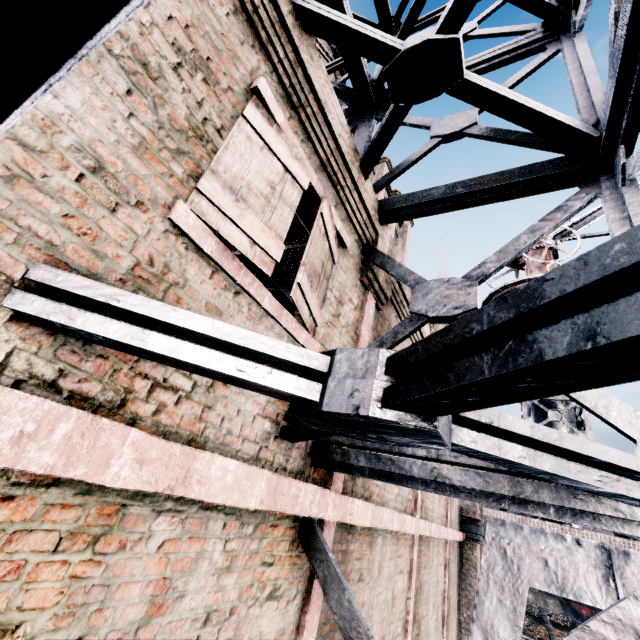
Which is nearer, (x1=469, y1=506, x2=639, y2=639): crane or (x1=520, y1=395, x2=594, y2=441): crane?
(x1=469, y1=506, x2=639, y2=639): crane

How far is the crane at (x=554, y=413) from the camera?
7.4 meters

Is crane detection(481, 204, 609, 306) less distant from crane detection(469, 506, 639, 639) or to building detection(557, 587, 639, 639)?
crane detection(469, 506, 639, 639)

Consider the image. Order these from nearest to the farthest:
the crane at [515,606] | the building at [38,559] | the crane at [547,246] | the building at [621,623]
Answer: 1. the building at [38,559]
2. the building at [621,623]
3. the crane at [515,606]
4. the crane at [547,246]

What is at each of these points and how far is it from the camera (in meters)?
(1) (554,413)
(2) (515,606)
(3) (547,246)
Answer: (1) crane, 7.74
(2) crane, 5.71
(3) crane, 10.27

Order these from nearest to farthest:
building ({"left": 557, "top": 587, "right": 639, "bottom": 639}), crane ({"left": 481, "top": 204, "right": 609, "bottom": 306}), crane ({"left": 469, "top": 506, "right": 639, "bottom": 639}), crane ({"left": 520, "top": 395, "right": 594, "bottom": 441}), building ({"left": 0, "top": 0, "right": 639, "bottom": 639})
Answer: building ({"left": 0, "top": 0, "right": 639, "bottom": 639})
building ({"left": 557, "top": 587, "right": 639, "bottom": 639})
crane ({"left": 469, "top": 506, "right": 639, "bottom": 639})
crane ({"left": 520, "top": 395, "right": 594, "bottom": 441})
crane ({"left": 481, "top": 204, "right": 609, "bottom": 306})
